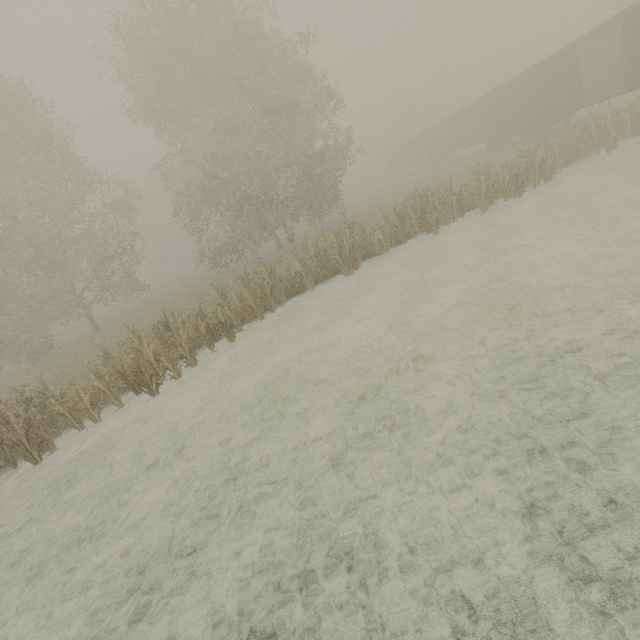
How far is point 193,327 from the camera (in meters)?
10.94

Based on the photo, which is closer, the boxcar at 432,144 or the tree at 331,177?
the tree at 331,177

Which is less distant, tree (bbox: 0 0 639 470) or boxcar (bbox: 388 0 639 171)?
tree (bbox: 0 0 639 470)
